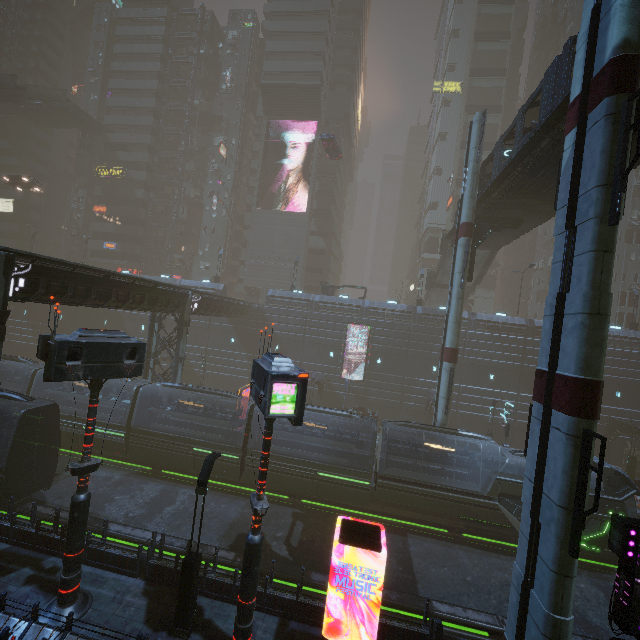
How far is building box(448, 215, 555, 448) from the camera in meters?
34.4

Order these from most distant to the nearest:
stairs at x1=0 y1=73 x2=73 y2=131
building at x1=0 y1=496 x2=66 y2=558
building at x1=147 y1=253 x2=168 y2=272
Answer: building at x1=147 y1=253 x2=168 y2=272 → stairs at x1=0 y1=73 x2=73 y2=131 → building at x1=0 y1=496 x2=66 y2=558

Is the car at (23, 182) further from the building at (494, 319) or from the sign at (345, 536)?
the sign at (345, 536)

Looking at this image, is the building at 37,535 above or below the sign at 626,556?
below

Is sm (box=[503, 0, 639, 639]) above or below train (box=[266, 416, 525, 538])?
above

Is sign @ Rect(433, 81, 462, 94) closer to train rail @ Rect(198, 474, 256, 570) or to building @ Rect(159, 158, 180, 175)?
building @ Rect(159, 158, 180, 175)

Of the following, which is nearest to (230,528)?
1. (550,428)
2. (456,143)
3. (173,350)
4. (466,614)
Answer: (466,614)

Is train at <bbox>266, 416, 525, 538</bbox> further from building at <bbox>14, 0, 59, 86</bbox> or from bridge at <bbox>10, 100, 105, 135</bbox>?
bridge at <bbox>10, 100, 105, 135</bbox>
